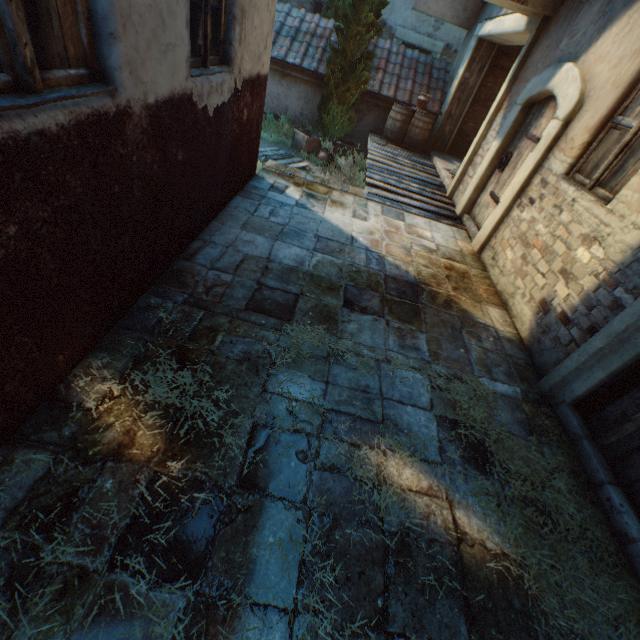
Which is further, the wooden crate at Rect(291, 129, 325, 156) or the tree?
the wooden crate at Rect(291, 129, 325, 156)

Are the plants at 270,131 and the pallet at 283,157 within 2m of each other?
yes

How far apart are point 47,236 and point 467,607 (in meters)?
2.97

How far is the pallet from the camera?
8.8 meters

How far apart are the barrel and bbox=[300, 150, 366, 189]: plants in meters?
1.3 m

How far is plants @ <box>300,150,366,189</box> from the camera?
8.0m

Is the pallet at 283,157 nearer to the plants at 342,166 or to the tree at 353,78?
the plants at 342,166

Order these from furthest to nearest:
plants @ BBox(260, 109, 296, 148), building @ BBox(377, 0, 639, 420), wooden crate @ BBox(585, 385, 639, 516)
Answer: plants @ BBox(260, 109, 296, 148)
building @ BBox(377, 0, 639, 420)
wooden crate @ BBox(585, 385, 639, 516)
